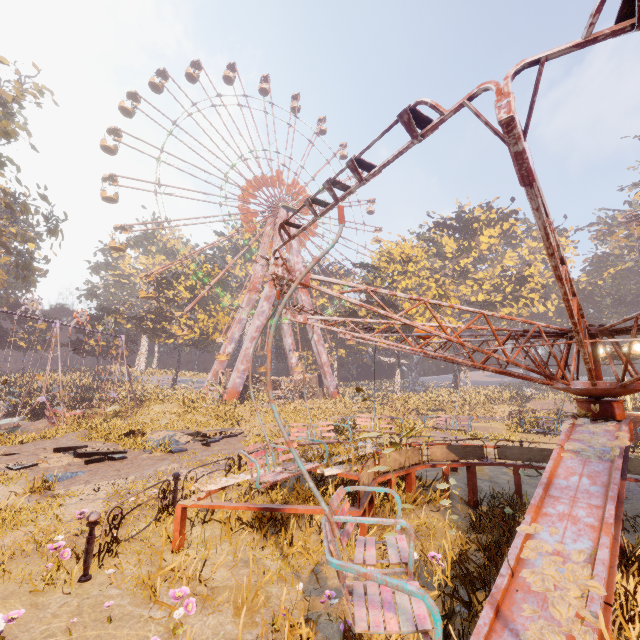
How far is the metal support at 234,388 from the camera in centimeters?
3484cm

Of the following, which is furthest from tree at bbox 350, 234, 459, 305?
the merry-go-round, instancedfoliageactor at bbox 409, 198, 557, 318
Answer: the merry-go-round

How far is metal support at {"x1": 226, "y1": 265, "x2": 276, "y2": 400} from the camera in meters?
34.8 m

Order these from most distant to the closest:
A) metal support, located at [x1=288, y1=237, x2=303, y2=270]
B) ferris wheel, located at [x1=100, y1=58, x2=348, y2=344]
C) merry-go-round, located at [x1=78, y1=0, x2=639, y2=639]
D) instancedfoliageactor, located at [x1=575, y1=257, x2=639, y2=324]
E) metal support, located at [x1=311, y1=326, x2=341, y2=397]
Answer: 1. instancedfoliageactor, located at [x1=575, y1=257, x2=639, y2=324]
2. metal support, located at [x1=288, y1=237, x2=303, y2=270]
3. metal support, located at [x1=311, y1=326, x2=341, y2=397]
4. ferris wheel, located at [x1=100, y1=58, x2=348, y2=344]
5. merry-go-round, located at [x1=78, y1=0, x2=639, y2=639]

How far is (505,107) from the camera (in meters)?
1.45

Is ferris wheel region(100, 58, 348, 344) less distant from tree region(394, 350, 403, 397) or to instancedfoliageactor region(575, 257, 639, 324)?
tree region(394, 350, 403, 397)

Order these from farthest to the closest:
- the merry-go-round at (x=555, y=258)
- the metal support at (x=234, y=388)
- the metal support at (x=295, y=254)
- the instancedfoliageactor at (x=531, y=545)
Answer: the metal support at (x=295, y=254) < the metal support at (x=234, y=388) < the instancedfoliageactor at (x=531, y=545) < the merry-go-round at (x=555, y=258)

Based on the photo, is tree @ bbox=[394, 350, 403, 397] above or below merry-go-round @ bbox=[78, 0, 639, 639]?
above
